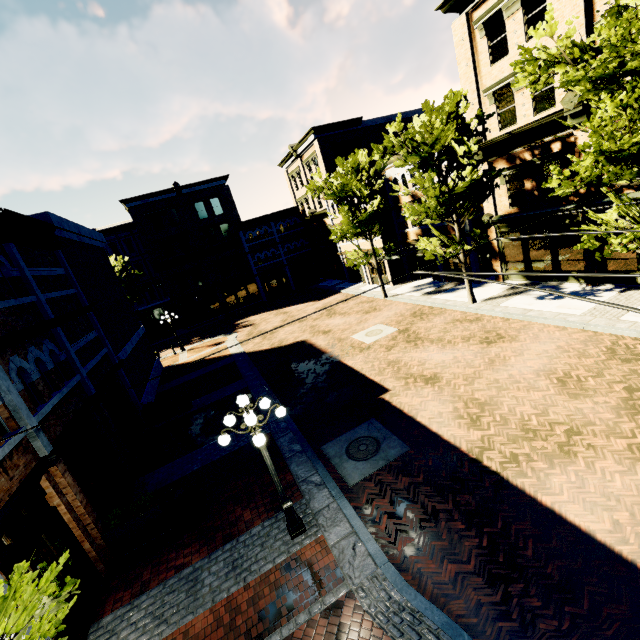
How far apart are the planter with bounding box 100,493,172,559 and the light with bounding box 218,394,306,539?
3.5m

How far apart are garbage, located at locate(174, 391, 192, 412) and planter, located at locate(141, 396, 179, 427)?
0.1m

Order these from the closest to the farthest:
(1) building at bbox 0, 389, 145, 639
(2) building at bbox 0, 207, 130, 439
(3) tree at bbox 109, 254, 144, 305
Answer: (1) building at bbox 0, 389, 145, 639 → (2) building at bbox 0, 207, 130, 439 → (3) tree at bbox 109, 254, 144, 305

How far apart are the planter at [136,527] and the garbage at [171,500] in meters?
0.1

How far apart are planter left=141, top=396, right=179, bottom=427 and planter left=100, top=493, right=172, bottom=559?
6.9m

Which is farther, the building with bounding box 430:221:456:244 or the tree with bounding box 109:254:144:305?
the tree with bounding box 109:254:144:305

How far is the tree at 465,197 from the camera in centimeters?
1433cm

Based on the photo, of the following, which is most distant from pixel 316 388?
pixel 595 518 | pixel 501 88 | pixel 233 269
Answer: pixel 233 269
